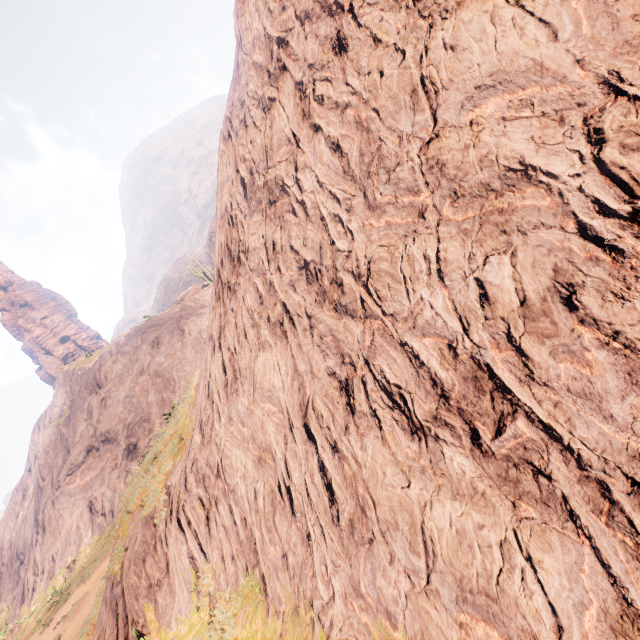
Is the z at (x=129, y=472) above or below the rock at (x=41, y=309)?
below

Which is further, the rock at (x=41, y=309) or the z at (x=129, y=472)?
the rock at (x=41, y=309)

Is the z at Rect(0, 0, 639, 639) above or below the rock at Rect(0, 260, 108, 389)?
below

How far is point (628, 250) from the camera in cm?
191

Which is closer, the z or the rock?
Result: the z
